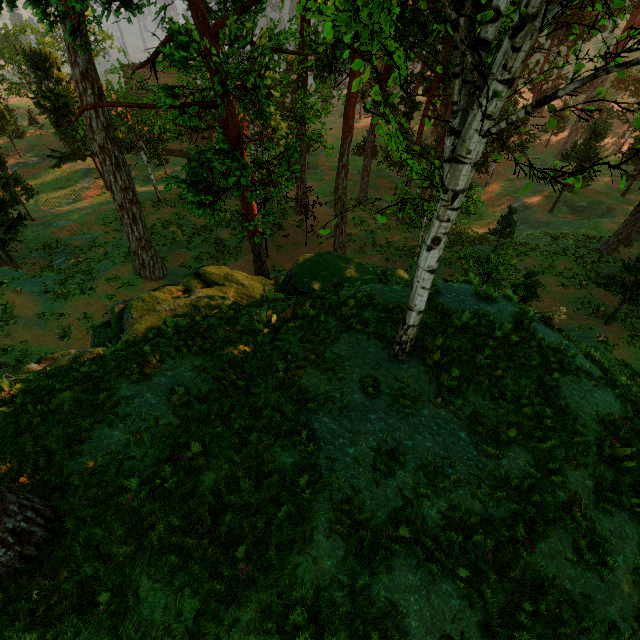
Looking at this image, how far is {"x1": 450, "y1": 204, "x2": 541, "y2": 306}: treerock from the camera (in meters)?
17.78

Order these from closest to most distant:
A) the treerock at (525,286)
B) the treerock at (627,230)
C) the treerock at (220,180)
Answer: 1. the treerock at (220,180)
2. the treerock at (525,286)
3. the treerock at (627,230)

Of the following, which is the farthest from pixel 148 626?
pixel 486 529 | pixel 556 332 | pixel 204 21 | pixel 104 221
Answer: pixel 104 221

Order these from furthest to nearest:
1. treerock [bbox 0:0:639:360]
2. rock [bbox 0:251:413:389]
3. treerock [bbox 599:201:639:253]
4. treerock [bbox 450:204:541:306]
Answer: treerock [bbox 599:201:639:253] < treerock [bbox 450:204:541:306] < rock [bbox 0:251:413:389] < treerock [bbox 0:0:639:360]

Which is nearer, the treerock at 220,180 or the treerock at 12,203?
the treerock at 220,180

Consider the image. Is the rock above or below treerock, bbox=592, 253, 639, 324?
above

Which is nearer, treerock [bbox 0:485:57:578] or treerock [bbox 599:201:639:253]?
treerock [bbox 0:485:57:578]
